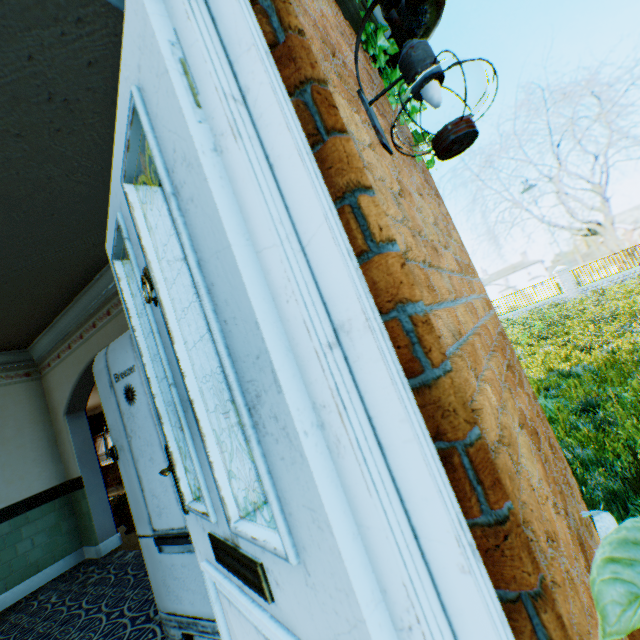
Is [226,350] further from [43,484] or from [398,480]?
[43,484]

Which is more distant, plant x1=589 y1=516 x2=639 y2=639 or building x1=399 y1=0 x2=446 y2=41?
building x1=399 y1=0 x2=446 y2=41

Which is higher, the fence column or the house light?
the house light

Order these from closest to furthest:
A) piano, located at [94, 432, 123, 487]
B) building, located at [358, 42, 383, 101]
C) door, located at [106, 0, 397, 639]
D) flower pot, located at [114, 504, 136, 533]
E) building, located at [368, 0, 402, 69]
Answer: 1. door, located at [106, 0, 397, 639]
2. building, located at [358, 42, 383, 101]
3. building, located at [368, 0, 402, 69]
4. flower pot, located at [114, 504, 136, 533]
5. piano, located at [94, 432, 123, 487]

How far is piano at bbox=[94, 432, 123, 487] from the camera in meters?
11.8

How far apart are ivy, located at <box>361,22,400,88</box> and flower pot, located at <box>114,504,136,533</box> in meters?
6.1

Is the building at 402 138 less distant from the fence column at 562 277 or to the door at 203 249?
the door at 203 249

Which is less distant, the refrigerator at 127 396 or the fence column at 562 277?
the refrigerator at 127 396
